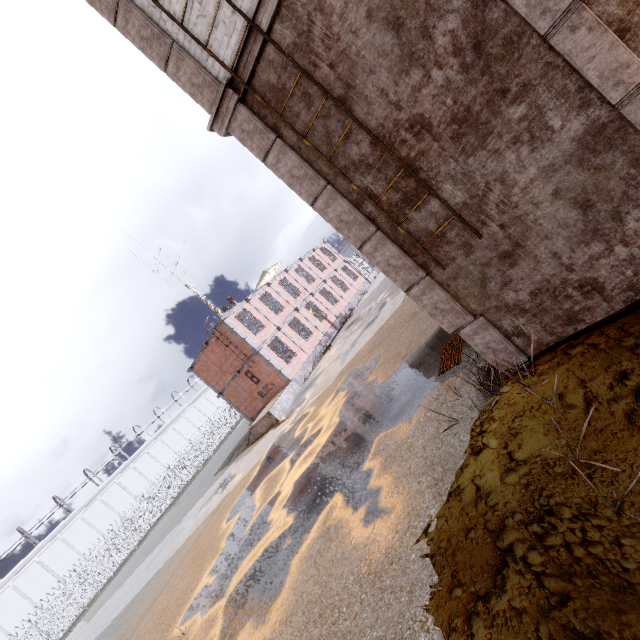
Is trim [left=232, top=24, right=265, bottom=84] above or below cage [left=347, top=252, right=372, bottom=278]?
above

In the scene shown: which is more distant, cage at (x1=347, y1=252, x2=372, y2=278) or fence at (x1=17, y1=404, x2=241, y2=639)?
cage at (x1=347, y1=252, x2=372, y2=278)

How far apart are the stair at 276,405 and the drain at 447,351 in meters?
13.8 m

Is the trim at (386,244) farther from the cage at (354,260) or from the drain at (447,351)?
the cage at (354,260)

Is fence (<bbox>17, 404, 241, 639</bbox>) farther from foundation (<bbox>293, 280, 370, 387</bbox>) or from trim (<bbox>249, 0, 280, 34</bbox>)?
foundation (<bbox>293, 280, 370, 387</bbox>)

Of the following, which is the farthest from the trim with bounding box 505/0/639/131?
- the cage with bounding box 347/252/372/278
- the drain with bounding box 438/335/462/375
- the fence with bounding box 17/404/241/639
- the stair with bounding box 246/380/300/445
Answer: the cage with bounding box 347/252/372/278

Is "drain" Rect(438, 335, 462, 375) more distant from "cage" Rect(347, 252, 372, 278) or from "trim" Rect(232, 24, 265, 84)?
"cage" Rect(347, 252, 372, 278)

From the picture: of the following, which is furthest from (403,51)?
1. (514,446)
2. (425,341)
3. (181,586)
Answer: (181,586)
